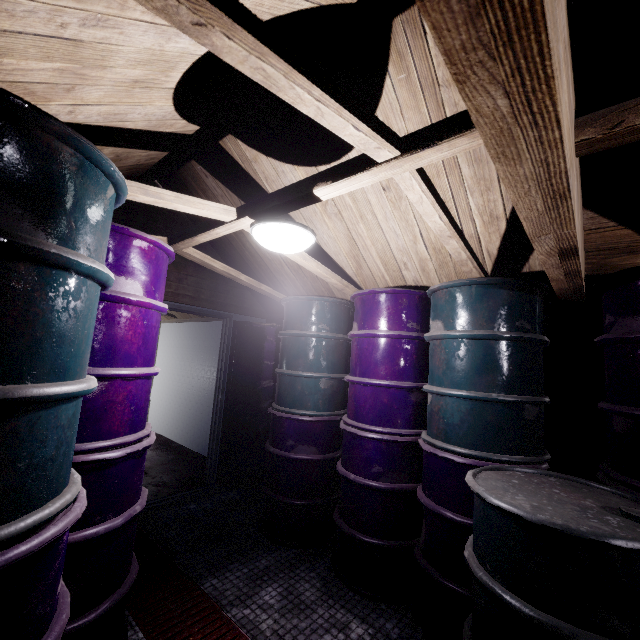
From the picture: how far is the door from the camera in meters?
3.6 m

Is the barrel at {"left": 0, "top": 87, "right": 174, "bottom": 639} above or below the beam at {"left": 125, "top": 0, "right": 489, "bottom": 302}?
below

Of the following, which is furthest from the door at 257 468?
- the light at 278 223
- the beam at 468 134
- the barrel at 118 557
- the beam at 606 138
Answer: the beam at 606 138

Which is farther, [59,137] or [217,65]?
[217,65]

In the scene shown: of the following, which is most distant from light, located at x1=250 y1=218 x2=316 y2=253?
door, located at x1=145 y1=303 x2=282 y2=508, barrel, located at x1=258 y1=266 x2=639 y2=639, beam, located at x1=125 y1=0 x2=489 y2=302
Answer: door, located at x1=145 y1=303 x2=282 y2=508

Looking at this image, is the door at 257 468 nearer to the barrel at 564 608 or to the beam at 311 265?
the beam at 311 265

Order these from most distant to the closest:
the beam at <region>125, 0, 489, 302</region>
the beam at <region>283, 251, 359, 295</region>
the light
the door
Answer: the door
the beam at <region>283, 251, 359, 295</region>
the light
the beam at <region>125, 0, 489, 302</region>

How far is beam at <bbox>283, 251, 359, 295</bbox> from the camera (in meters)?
2.32
